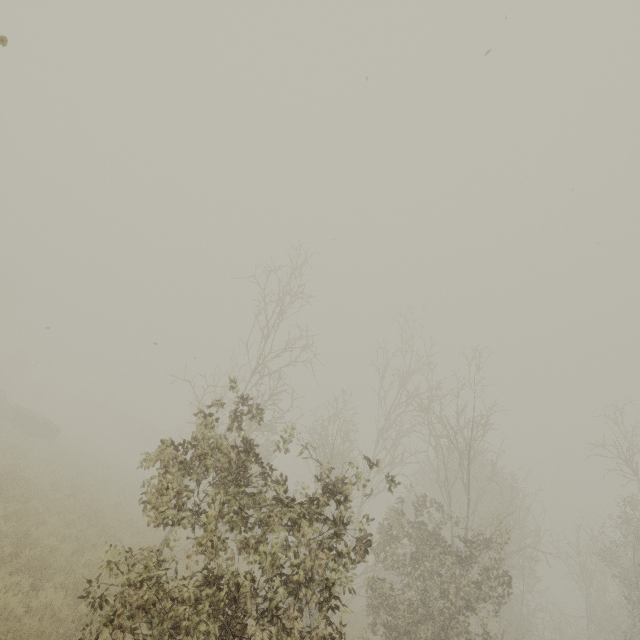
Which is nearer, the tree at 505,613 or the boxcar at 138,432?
the tree at 505,613

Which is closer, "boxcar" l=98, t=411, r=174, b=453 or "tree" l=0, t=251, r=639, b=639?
"tree" l=0, t=251, r=639, b=639

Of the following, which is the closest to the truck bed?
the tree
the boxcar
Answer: the tree

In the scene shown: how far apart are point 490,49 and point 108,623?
7.2m

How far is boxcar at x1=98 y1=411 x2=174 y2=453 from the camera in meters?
52.3 m

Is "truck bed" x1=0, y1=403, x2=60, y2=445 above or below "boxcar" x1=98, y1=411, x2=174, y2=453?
below

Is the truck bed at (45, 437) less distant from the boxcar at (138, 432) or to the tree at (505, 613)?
the tree at (505, 613)

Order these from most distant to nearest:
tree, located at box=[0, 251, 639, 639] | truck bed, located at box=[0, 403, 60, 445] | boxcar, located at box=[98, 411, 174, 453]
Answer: boxcar, located at box=[98, 411, 174, 453] → truck bed, located at box=[0, 403, 60, 445] → tree, located at box=[0, 251, 639, 639]
